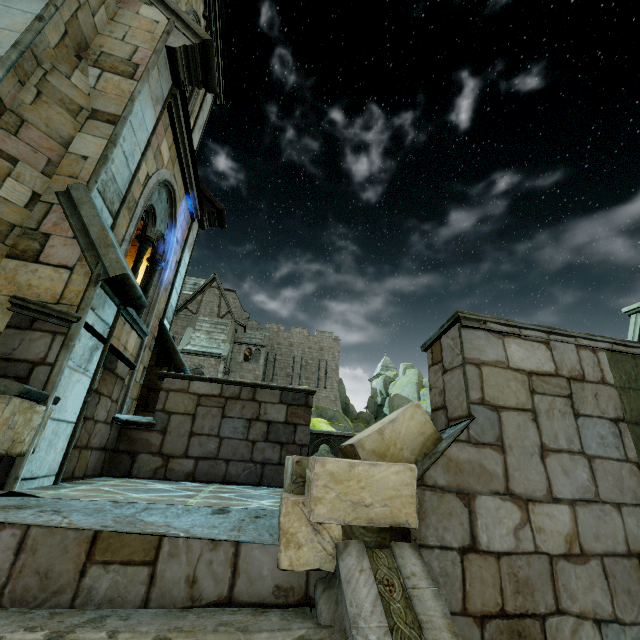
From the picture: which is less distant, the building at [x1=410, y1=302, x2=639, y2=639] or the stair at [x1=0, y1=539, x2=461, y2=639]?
the stair at [x1=0, y1=539, x2=461, y2=639]

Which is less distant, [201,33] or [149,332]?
[201,33]

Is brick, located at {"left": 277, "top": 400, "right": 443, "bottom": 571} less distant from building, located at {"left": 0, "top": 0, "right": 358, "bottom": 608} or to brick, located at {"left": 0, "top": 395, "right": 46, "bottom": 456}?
building, located at {"left": 0, "top": 0, "right": 358, "bottom": 608}

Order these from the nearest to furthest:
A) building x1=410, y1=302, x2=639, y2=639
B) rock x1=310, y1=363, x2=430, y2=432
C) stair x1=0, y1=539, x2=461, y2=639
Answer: stair x1=0, y1=539, x2=461, y2=639 < building x1=410, y1=302, x2=639, y2=639 < rock x1=310, y1=363, x2=430, y2=432

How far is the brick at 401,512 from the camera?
1.9 meters

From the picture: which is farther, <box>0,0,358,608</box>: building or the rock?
the rock

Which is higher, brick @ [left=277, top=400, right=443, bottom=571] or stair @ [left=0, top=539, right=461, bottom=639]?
brick @ [left=277, top=400, right=443, bottom=571]

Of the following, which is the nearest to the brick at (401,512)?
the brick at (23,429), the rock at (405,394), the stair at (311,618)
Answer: the stair at (311,618)
